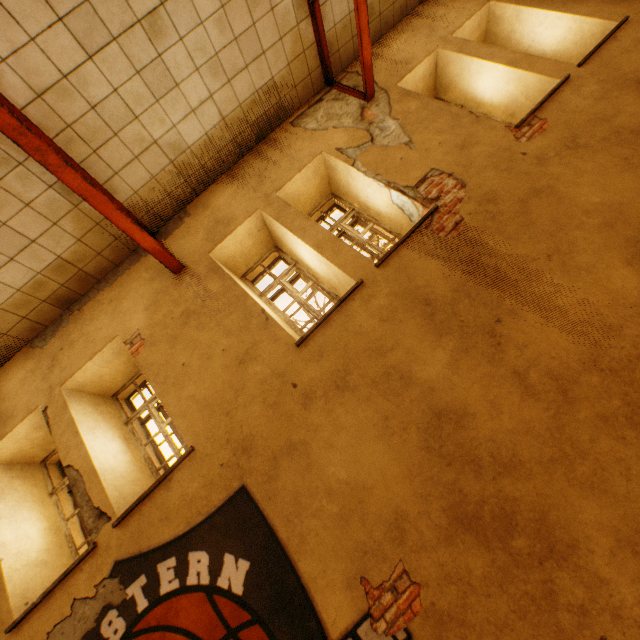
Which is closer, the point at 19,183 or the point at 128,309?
the point at 19,183

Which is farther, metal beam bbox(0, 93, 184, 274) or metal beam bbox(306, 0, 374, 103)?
metal beam bbox(306, 0, 374, 103)

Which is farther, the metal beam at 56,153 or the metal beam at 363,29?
the metal beam at 363,29
